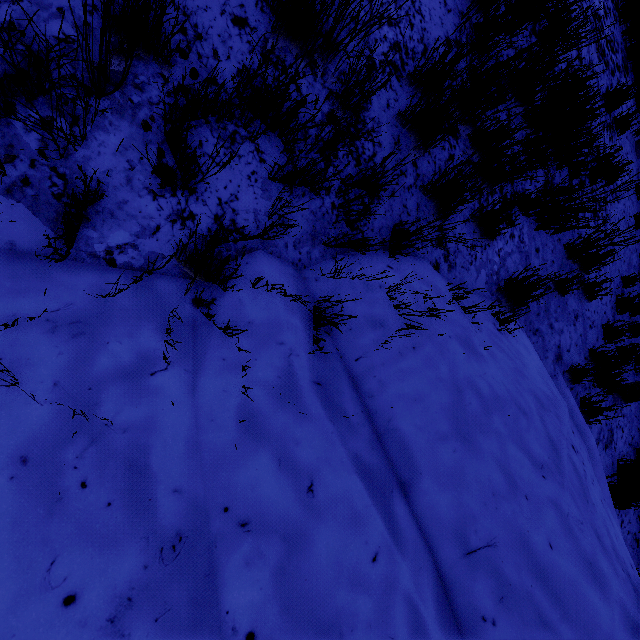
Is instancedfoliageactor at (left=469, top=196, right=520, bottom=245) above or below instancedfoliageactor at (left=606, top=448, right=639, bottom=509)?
above

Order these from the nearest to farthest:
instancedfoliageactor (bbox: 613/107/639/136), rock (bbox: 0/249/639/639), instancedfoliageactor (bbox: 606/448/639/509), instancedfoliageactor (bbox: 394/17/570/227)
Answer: rock (bbox: 0/249/639/639)
instancedfoliageactor (bbox: 394/17/570/227)
instancedfoliageactor (bbox: 606/448/639/509)
instancedfoliageactor (bbox: 613/107/639/136)

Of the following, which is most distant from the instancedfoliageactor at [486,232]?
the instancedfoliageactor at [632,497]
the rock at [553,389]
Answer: the instancedfoliageactor at [632,497]

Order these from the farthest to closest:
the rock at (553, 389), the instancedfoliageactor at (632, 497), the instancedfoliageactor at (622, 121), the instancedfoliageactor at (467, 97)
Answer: the instancedfoliageactor at (622, 121)
the instancedfoliageactor at (632, 497)
the instancedfoliageactor at (467, 97)
the rock at (553, 389)

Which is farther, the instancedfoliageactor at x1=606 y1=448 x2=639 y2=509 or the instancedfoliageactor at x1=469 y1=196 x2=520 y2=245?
the instancedfoliageactor at x1=606 y1=448 x2=639 y2=509

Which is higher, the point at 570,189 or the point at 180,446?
the point at 570,189

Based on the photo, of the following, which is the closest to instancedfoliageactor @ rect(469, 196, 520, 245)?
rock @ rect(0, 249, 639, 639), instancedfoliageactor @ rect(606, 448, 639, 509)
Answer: rock @ rect(0, 249, 639, 639)

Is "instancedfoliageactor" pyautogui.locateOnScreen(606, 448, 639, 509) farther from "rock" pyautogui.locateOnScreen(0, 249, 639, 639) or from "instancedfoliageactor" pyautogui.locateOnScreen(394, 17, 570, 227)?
"instancedfoliageactor" pyautogui.locateOnScreen(394, 17, 570, 227)
